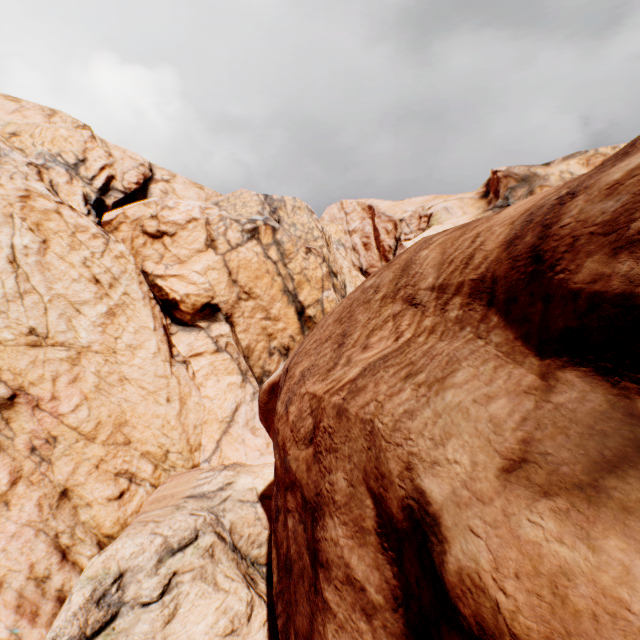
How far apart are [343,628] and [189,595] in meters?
11.0 m
